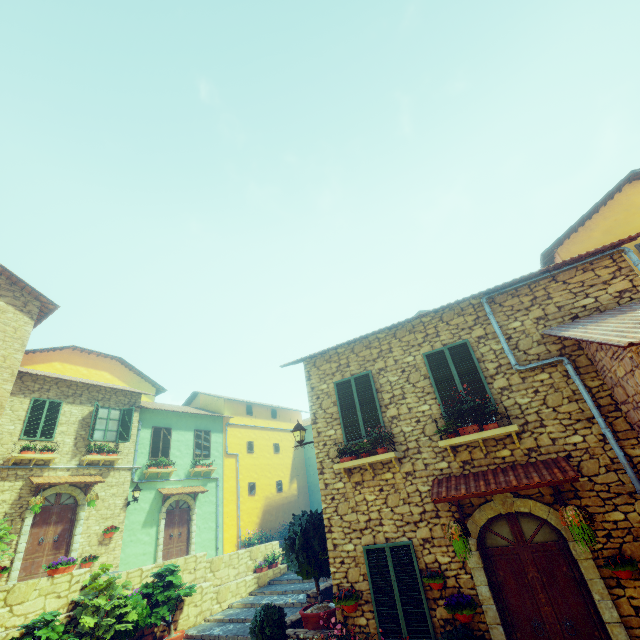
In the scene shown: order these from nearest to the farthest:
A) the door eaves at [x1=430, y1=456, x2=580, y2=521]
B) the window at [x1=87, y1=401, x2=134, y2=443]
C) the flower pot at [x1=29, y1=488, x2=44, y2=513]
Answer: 1. the door eaves at [x1=430, y1=456, x2=580, y2=521]
2. the flower pot at [x1=29, y1=488, x2=44, y2=513]
3. the window at [x1=87, y1=401, x2=134, y2=443]

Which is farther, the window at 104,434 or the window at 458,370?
the window at 104,434

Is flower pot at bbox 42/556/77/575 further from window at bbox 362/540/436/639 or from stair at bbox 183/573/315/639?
window at bbox 362/540/436/639

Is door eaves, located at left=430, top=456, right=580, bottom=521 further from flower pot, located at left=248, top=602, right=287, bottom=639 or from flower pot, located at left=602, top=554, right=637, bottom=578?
flower pot, located at left=248, top=602, right=287, bottom=639

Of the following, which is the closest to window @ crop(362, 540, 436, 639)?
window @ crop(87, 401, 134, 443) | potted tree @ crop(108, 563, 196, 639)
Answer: potted tree @ crop(108, 563, 196, 639)

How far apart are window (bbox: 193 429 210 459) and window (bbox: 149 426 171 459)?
1.34m

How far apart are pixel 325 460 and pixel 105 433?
12.3m

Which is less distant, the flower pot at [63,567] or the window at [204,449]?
the flower pot at [63,567]
